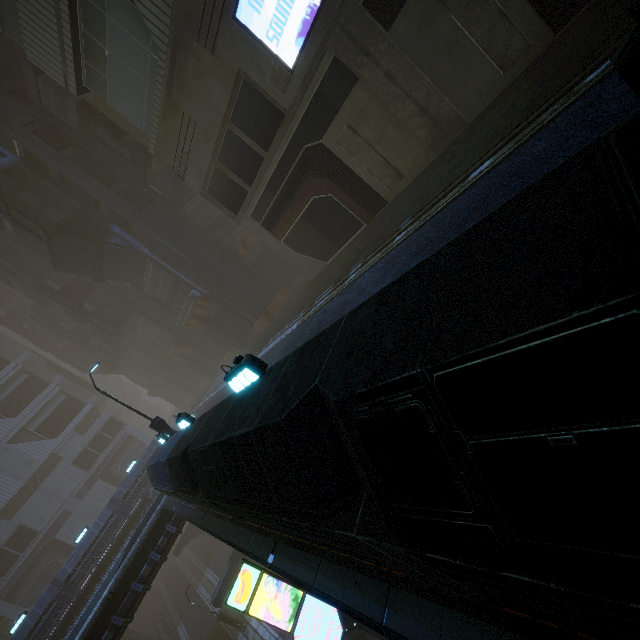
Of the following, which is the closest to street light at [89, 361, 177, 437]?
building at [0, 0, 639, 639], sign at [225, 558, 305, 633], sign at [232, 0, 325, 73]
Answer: building at [0, 0, 639, 639]

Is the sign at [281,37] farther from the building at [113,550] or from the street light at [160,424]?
the street light at [160,424]

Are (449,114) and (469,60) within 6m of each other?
yes

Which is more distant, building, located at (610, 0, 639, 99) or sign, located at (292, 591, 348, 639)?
sign, located at (292, 591, 348, 639)

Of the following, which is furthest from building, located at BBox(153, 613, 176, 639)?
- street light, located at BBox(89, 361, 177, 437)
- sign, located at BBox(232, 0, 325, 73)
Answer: street light, located at BBox(89, 361, 177, 437)

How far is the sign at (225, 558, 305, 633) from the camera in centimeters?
1070cm

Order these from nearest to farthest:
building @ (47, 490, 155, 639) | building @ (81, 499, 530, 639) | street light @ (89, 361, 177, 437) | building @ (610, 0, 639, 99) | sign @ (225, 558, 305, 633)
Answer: building @ (610, 0, 639, 99) → building @ (81, 499, 530, 639) → sign @ (225, 558, 305, 633) → street light @ (89, 361, 177, 437) → building @ (47, 490, 155, 639)

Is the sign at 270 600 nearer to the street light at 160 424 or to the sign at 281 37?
the street light at 160 424
